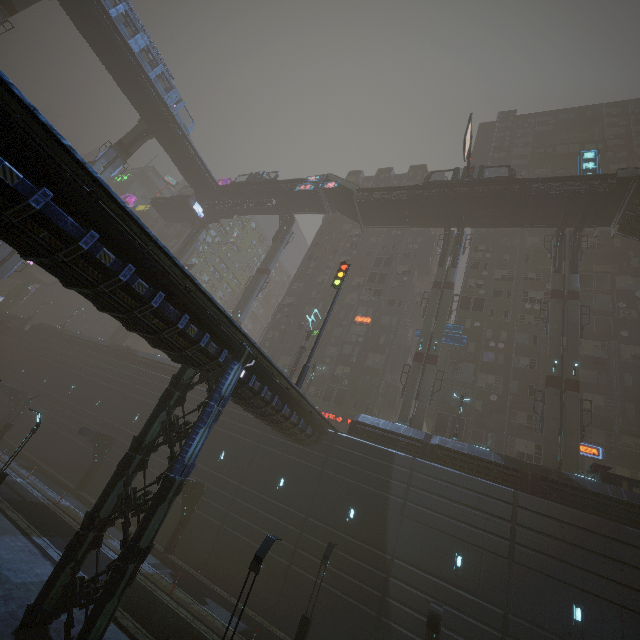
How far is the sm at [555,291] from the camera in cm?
2323

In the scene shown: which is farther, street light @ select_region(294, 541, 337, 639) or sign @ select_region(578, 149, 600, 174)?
sign @ select_region(578, 149, 600, 174)

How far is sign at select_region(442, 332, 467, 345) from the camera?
31.5m

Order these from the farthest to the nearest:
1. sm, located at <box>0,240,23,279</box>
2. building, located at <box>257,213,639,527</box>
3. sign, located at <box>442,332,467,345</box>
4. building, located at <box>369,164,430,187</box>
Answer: building, located at <box>369,164,430,187</box> < sm, located at <box>0,240,23,279</box> < sign, located at <box>442,332,467,345</box> < building, located at <box>257,213,639,527</box>

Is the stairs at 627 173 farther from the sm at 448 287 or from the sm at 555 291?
the sm at 448 287

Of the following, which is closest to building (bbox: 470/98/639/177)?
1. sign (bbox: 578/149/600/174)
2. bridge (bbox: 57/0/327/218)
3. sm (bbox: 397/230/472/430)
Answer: bridge (bbox: 57/0/327/218)

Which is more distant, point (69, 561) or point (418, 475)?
point (418, 475)

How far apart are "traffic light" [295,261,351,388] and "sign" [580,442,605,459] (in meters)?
25.41
